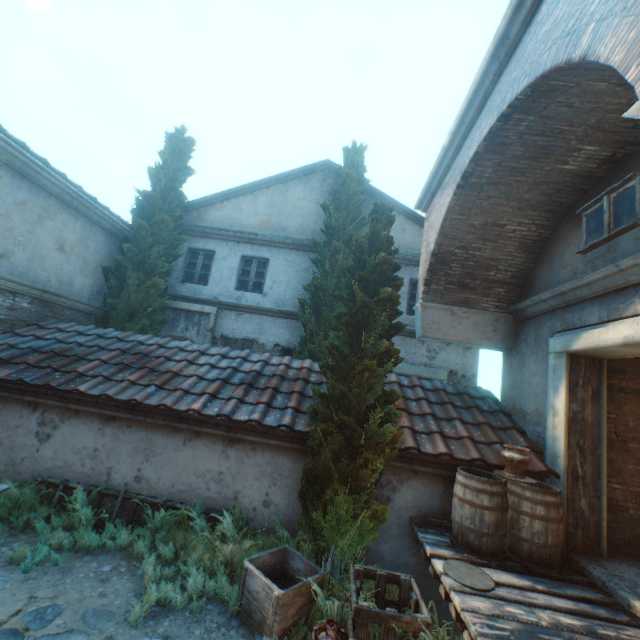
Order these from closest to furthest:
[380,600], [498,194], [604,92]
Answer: [604,92], [380,600], [498,194]

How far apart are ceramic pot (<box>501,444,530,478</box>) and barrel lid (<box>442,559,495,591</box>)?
1.3 meters

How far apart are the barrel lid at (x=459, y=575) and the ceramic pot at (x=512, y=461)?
1.3 meters

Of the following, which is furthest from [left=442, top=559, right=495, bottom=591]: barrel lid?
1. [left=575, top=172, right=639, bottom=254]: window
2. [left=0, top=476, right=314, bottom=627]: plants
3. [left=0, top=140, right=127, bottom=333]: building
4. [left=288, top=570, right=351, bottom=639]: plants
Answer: [left=0, top=140, right=127, bottom=333]: building

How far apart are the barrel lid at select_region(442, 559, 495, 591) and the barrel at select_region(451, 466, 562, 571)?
0.32m

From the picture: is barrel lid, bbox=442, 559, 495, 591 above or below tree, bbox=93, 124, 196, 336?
below

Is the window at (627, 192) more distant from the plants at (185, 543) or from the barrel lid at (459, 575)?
the plants at (185, 543)

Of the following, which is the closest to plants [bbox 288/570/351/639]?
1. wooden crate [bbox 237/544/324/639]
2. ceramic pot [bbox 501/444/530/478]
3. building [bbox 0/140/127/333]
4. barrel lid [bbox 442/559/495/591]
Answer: wooden crate [bbox 237/544/324/639]
